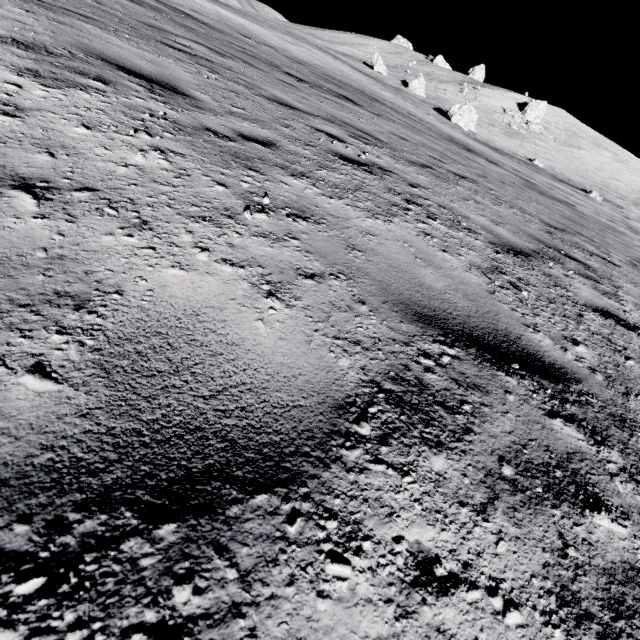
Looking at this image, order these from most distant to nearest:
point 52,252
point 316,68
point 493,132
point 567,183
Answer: point 493,132 → point 567,183 → point 316,68 → point 52,252

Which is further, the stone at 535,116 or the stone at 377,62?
the stone at 535,116

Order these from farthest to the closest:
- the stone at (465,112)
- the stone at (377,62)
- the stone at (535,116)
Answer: the stone at (535,116) < the stone at (377,62) < the stone at (465,112)

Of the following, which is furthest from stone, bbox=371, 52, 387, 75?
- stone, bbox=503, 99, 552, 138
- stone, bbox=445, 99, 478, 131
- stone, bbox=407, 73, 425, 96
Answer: stone, bbox=503, 99, 552, 138

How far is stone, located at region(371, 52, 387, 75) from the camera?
47.2 meters

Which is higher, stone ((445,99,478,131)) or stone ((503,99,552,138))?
stone ((503,99,552,138))

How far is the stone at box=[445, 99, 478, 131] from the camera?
33.9m

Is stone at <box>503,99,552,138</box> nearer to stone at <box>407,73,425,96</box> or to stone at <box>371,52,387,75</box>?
stone at <box>407,73,425,96</box>
